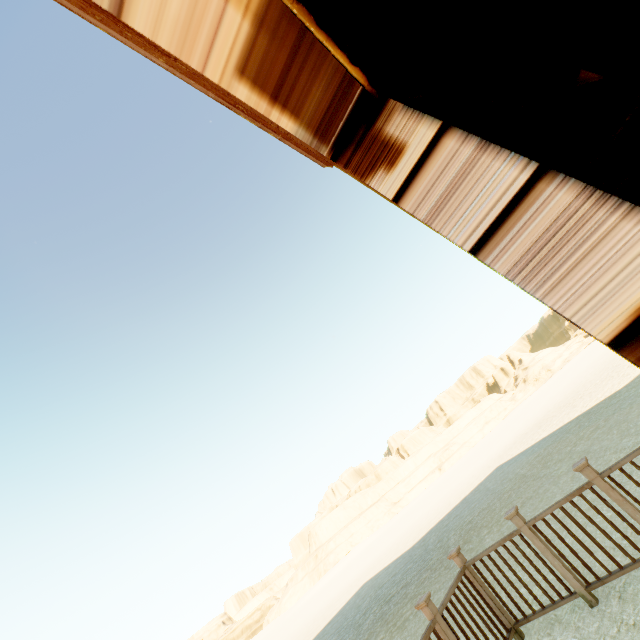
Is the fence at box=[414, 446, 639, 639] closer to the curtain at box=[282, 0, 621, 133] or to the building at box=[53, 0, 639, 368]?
the building at box=[53, 0, 639, 368]

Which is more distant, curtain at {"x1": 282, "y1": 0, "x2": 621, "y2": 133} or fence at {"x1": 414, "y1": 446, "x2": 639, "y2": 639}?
fence at {"x1": 414, "y1": 446, "x2": 639, "y2": 639}

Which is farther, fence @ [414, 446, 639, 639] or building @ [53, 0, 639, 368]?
fence @ [414, 446, 639, 639]

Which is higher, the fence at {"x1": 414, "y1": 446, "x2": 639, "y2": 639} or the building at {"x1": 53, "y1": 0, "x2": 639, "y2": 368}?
the building at {"x1": 53, "y1": 0, "x2": 639, "y2": 368}

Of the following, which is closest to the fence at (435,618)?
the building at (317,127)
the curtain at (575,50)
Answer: the building at (317,127)

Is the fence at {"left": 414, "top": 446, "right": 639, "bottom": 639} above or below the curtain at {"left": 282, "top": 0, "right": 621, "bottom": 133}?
below

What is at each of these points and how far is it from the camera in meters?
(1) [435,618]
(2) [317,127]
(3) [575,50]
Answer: (1) fence, 3.4 m
(2) building, 0.9 m
(3) curtain, 0.3 m
